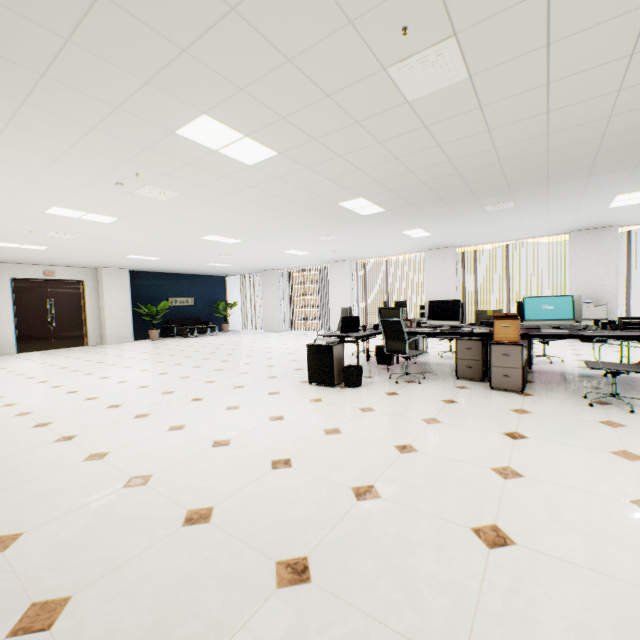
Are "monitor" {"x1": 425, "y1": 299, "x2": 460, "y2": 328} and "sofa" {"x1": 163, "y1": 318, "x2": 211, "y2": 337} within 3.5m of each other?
no

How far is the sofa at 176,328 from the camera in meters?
14.3 m

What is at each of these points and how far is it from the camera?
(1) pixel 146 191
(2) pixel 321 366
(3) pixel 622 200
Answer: (1) ceiling vent, 4.7m
(2) rolling cabinet, 4.9m
(3) light, 6.0m

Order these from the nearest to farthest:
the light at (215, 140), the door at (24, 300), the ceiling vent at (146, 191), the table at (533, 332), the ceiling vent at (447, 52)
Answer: the ceiling vent at (447, 52) < the light at (215, 140) < the table at (533, 332) < the ceiling vent at (146, 191) < the door at (24, 300)

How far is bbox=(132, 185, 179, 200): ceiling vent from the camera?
4.6 meters

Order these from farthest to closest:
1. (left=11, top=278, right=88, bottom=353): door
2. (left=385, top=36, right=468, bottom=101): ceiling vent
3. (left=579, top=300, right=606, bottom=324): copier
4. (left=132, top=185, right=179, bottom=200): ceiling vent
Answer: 1. (left=11, top=278, right=88, bottom=353): door
2. (left=579, top=300, right=606, bottom=324): copier
3. (left=132, top=185, right=179, bottom=200): ceiling vent
4. (left=385, top=36, right=468, bottom=101): ceiling vent

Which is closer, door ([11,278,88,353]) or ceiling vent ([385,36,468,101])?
ceiling vent ([385,36,468,101])

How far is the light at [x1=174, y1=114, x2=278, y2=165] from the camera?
3.0 meters
